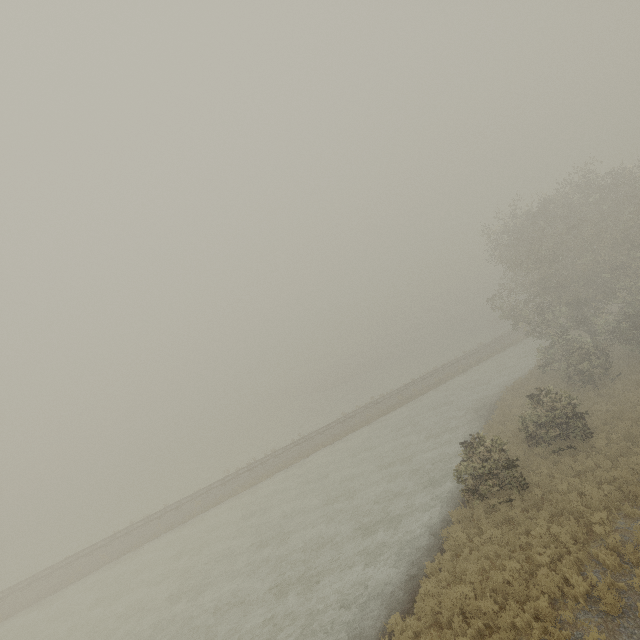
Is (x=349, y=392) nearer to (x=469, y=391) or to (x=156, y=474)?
(x=469, y=391)
